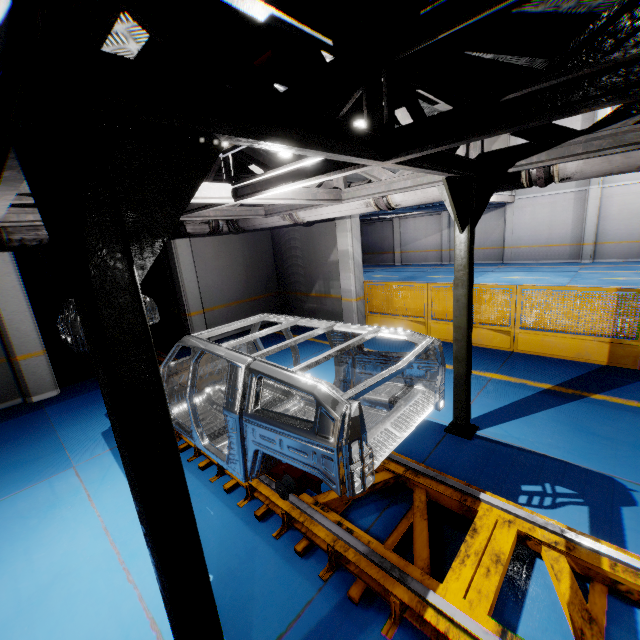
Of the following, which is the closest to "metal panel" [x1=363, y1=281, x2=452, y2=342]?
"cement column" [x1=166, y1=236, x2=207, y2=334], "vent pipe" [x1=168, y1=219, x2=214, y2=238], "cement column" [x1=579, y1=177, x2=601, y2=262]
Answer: "vent pipe" [x1=168, y1=219, x2=214, y2=238]

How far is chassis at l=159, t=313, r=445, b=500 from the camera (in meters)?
2.32

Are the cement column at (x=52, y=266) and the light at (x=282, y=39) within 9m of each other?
no

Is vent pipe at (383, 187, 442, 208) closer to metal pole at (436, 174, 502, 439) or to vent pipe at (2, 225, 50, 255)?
metal pole at (436, 174, 502, 439)

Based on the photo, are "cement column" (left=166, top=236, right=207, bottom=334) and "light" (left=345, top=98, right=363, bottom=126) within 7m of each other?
yes

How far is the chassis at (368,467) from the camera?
2.3m

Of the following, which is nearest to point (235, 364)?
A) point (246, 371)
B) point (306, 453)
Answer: point (246, 371)

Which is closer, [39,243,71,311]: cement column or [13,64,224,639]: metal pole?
[13,64,224,639]: metal pole
